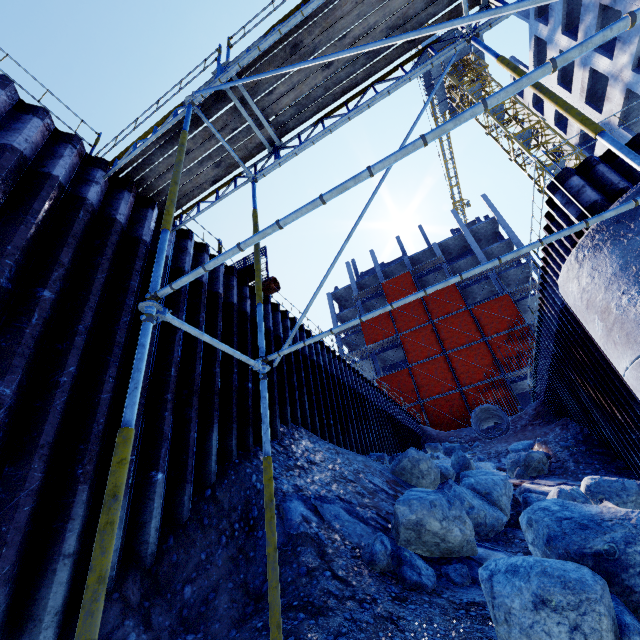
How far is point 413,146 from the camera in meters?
1.9 m

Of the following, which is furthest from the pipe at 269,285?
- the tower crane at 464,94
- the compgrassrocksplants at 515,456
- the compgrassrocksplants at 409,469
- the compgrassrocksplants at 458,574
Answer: the tower crane at 464,94

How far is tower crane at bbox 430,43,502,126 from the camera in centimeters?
3288cm

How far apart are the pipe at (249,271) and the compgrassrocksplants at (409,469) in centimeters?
662cm

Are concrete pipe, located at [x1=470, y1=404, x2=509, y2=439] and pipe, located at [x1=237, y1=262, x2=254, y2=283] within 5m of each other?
no

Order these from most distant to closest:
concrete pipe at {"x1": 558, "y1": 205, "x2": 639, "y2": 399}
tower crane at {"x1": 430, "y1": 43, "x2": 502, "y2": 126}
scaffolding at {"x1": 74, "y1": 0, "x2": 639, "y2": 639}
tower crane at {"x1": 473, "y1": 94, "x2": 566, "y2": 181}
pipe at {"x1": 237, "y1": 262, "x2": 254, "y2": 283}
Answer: tower crane at {"x1": 430, "y1": 43, "x2": 502, "y2": 126} < tower crane at {"x1": 473, "y1": 94, "x2": 566, "y2": 181} < pipe at {"x1": 237, "y1": 262, "x2": 254, "y2": 283} < concrete pipe at {"x1": 558, "y1": 205, "x2": 639, "y2": 399} < scaffolding at {"x1": 74, "y1": 0, "x2": 639, "y2": 639}

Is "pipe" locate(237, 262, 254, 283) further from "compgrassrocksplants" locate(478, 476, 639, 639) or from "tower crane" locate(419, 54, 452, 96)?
"tower crane" locate(419, 54, 452, 96)

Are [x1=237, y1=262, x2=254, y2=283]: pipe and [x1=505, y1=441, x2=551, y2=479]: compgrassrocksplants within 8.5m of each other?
no
